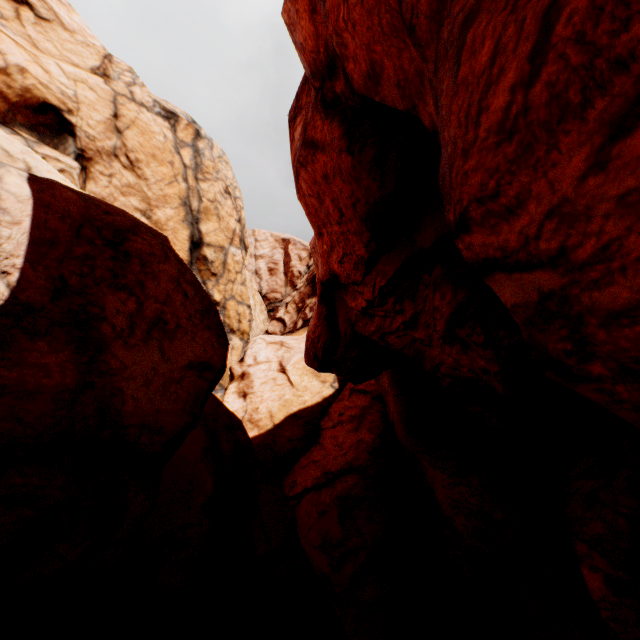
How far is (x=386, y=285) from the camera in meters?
7.1 m
